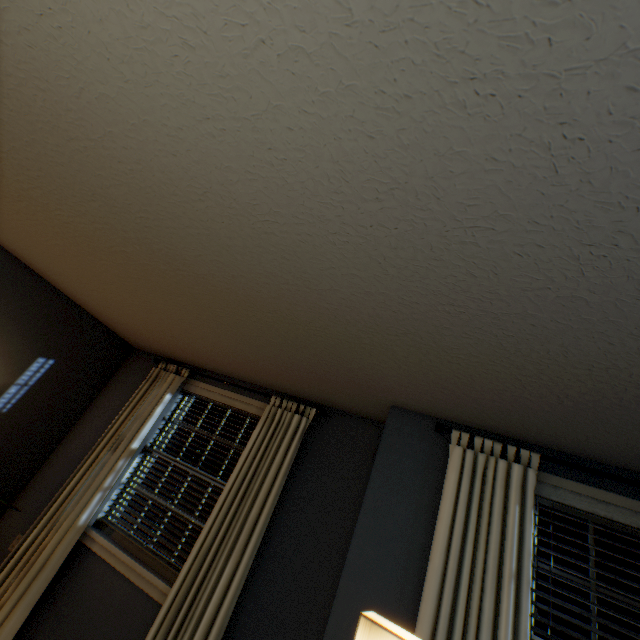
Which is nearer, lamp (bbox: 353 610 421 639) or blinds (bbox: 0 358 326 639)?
lamp (bbox: 353 610 421 639)

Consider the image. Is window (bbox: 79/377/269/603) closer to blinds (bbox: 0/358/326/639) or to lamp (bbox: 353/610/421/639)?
blinds (bbox: 0/358/326/639)

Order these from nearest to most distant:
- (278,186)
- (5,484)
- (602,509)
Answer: (278,186) → (602,509) → (5,484)

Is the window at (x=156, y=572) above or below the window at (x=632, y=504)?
below

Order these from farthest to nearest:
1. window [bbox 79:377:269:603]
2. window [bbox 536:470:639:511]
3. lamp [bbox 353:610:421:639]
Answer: window [bbox 79:377:269:603], window [bbox 536:470:639:511], lamp [bbox 353:610:421:639]

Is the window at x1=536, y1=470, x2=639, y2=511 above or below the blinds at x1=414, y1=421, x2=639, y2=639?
above

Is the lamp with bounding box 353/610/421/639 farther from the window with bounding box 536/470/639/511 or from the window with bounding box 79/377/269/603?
the window with bounding box 79/377/269/603

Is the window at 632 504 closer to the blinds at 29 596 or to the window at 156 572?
the blinds at 29 596
